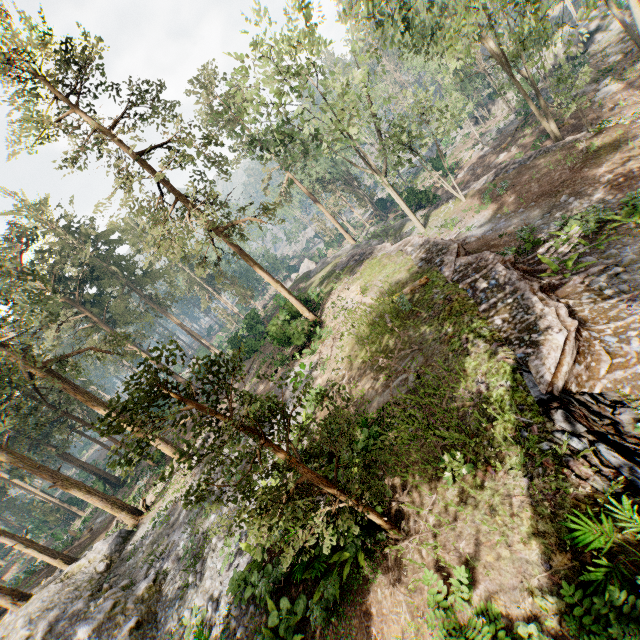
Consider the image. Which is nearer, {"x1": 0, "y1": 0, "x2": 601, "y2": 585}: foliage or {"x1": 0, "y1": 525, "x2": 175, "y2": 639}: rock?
{"x1": 0, "y1": 0, "x2": 601, "y2": 585}: foliage

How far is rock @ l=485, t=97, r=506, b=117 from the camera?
43.28m

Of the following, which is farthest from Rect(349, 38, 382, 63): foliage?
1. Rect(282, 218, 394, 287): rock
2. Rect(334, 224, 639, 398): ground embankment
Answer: Rect(334, 224, 639, 398): ground embankment

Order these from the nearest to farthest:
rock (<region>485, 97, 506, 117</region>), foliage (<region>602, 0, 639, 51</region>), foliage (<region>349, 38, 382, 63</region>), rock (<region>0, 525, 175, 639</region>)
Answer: rock (<region>0, 525, 175, 639</region>), foliage (<region>602, 0, 639, 51</region>), foliage (<region>349, 38, 382, 63</region>), rock (<region>485, 97, 506, 117</region>)

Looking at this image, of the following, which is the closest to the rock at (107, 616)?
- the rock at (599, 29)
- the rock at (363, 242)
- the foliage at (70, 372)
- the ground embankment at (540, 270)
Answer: the foliage at (70, 372)

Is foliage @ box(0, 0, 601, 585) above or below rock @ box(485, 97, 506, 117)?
above

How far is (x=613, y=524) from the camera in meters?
5.6

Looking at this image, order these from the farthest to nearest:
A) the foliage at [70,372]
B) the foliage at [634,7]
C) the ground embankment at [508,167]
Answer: the ground embankment at [508,167] → the foliage at [634,7] → the foliage at [70,372]
